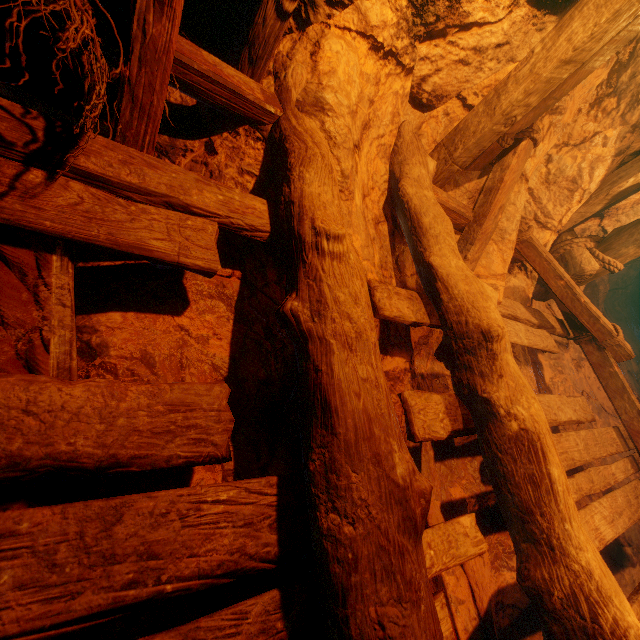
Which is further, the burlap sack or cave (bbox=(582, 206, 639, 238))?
cave (bbox=(582, 206, 639, 238))

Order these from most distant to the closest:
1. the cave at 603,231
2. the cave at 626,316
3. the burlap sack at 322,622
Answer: the cave at 626,316, the cave at 603,231, the burlap sack at 322,622

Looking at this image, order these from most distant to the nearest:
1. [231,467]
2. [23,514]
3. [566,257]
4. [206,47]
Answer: [566,257], [206,47], [231,467], [23,514]

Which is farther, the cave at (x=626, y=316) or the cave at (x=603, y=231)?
the cave at (x=626, y=316)

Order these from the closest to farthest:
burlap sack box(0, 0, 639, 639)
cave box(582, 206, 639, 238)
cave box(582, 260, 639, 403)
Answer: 1. burlap sack box(0, 0, 639, 639)
2. cave box(582, 206, 639, 238)
3. cave box(582, 260, 639, 403)

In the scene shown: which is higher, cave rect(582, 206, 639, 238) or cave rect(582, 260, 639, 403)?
cave rect(582, 206, 639, 238)

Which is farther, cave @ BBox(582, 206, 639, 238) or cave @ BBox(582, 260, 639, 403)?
cave @ BBox(582, 260, 639, 403)
